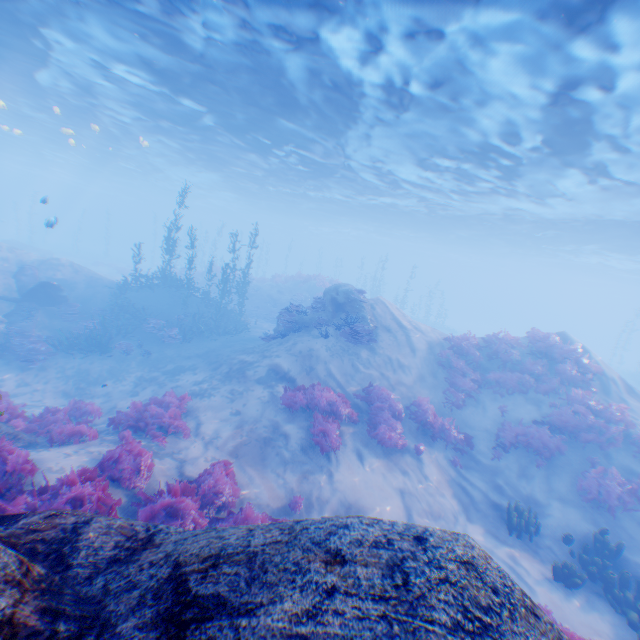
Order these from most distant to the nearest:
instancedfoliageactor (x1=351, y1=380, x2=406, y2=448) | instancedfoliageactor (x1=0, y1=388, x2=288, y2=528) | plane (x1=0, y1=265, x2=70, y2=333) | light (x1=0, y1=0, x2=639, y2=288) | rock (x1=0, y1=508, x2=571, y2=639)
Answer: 1. plane (x1=0, y1=265, x2=70, y2=333)
2. instancedfoliageactor (x1=351, y1=380, x2=406, y2=448)
3. light (x1=0, y1=0, x2=639, y2=288)
4. instancedfoliageactor (x1=0, y1=388, x2=288, y2=528)
5. rock (x1=0, y1=508, x2=571, y2=639)

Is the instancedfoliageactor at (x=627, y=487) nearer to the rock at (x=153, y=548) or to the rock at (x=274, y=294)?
the rock at (x=153, y=548)

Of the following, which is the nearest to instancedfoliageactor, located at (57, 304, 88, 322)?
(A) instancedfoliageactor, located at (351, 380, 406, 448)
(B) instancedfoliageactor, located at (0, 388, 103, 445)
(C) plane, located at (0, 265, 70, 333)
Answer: (C) plane, located at (0, 265, 70, 333)

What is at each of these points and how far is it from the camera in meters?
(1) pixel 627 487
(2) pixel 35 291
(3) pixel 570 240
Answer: (1) instancedfoliageactor, 10.0
(2) plane, 16.5
(3) light, 31.8

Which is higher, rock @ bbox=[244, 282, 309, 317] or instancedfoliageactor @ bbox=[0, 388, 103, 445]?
rock @ bbox=[244, 282, 309, 317]

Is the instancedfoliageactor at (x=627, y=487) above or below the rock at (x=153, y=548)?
below

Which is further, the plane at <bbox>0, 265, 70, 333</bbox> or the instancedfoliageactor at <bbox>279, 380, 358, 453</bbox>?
the plane at <bbox>0, 265, 70, 333</bbox>

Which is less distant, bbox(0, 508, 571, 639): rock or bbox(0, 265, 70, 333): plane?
bbox(0, 508, 571, 639): rock
